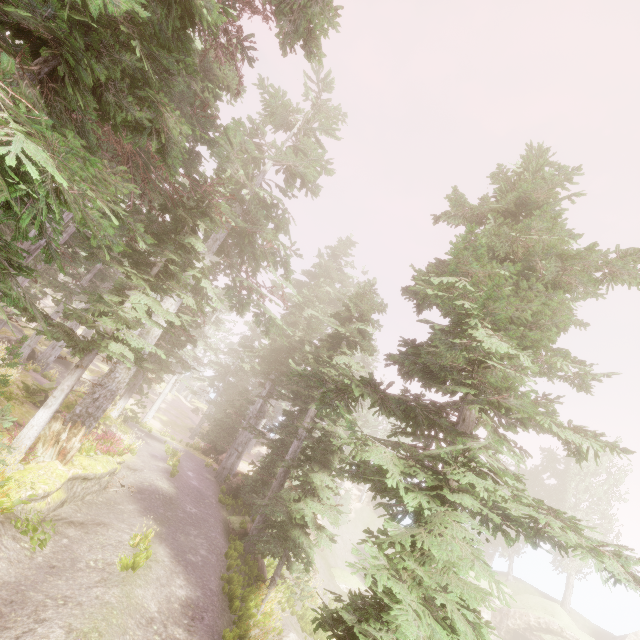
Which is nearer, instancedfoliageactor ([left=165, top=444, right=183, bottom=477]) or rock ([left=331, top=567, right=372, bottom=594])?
A: instancedfoliageactor ([left=165, top=444, right=183, bottom=477])

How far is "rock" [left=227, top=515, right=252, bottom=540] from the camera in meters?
15.8

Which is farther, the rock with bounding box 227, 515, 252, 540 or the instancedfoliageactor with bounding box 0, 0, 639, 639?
the rock with bounding box 227, 515, 252, 540

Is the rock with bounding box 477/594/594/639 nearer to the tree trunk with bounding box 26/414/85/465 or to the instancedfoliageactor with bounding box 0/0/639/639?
the instancedfoliageactor with bounding box 0/0/639/639

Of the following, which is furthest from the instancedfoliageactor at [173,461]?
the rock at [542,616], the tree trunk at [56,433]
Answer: the tree trunk at [56,433]

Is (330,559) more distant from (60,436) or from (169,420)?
(60,436)

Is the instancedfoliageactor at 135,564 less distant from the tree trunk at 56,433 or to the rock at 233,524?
the rock at 233,524

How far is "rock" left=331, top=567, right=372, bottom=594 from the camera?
28.5 meters
